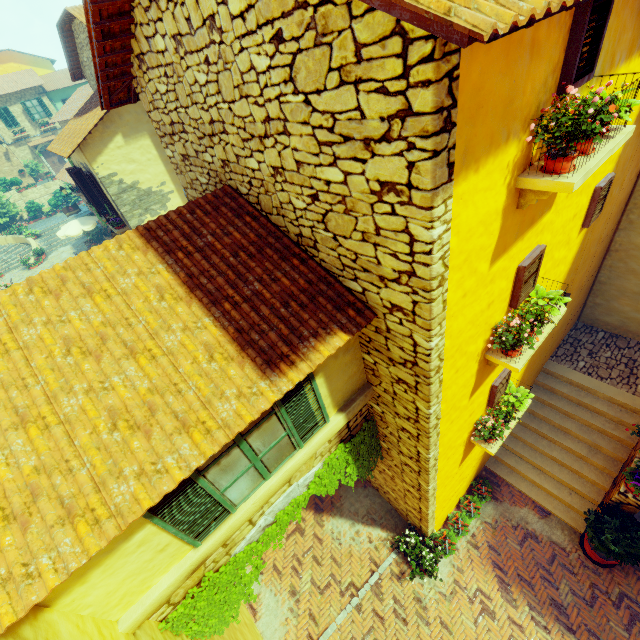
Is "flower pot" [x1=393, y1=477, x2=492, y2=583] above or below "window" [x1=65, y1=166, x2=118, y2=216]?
below

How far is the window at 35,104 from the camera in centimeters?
3058cm

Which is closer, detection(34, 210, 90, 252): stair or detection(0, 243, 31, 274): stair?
detection(0, 243, 31, 274): stair

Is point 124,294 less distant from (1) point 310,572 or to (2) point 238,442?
(2) point 238,442

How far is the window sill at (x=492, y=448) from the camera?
6.0m

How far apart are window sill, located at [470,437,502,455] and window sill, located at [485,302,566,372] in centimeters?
187cm

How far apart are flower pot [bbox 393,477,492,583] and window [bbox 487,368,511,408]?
3.6 meters

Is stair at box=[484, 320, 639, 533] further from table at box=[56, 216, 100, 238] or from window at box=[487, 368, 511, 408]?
table at box=[56, 216, 100, 238]
